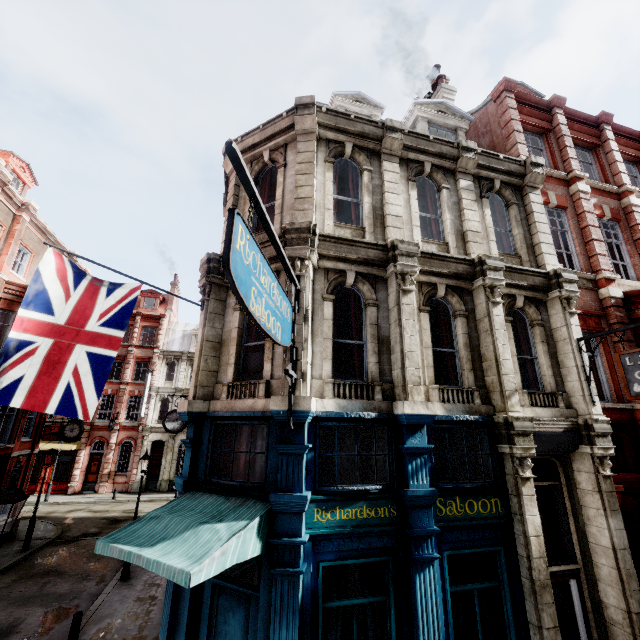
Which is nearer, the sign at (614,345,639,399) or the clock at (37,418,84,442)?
the sign at (614,345,639,399)

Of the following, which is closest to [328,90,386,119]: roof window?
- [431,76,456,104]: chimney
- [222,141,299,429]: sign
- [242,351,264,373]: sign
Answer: [431,76,456,104]: chimney

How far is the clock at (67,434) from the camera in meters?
19.6 m

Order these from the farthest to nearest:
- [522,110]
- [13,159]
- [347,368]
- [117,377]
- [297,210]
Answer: [117,377], [13,159], [522,110], [347,368], [297,210]

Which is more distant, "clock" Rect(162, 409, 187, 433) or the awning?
"clock" Rect(162, 409, 187, 433)

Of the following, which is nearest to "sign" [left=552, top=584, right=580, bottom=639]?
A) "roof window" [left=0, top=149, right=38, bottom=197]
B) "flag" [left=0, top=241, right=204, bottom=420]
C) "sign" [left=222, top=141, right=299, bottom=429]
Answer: "sign" [left=222, top=141, right=299, bottom=429]

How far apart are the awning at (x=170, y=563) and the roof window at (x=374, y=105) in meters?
10.0

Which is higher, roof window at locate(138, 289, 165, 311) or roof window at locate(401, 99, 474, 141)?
roof window at locate(138, 289, 165, 311)
